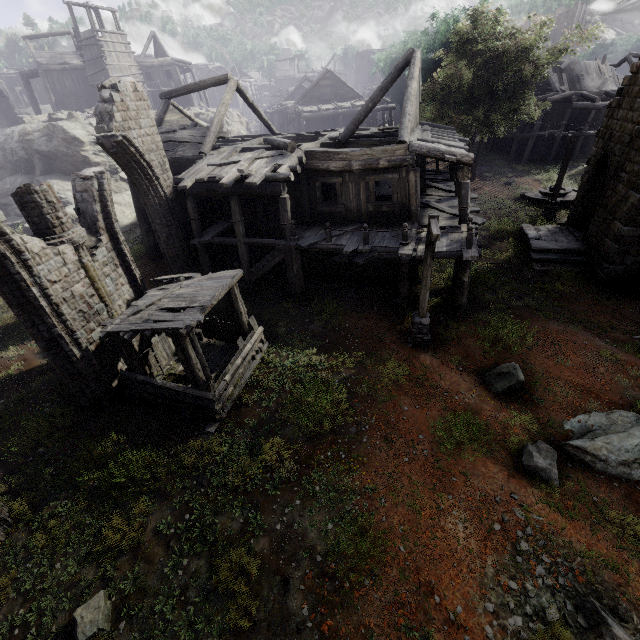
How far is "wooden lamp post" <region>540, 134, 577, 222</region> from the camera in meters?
18.4

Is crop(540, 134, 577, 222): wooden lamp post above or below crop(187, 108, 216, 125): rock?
below

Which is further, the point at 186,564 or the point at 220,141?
the point at 220,141

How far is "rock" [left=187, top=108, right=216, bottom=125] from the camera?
34.08m

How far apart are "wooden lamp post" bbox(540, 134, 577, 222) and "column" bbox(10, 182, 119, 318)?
23.6m

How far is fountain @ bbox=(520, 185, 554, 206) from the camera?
22.65m

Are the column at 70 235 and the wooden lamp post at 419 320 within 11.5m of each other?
yes

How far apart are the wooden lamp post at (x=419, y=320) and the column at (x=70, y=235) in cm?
995
